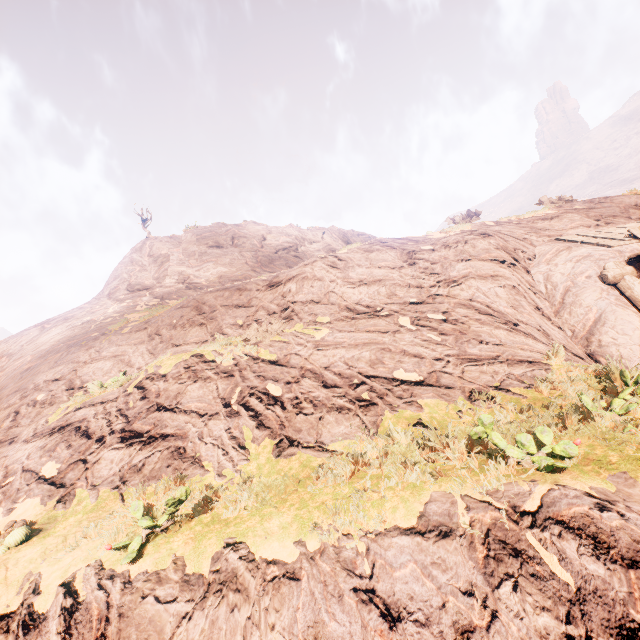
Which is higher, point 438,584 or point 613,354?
point 613,354
